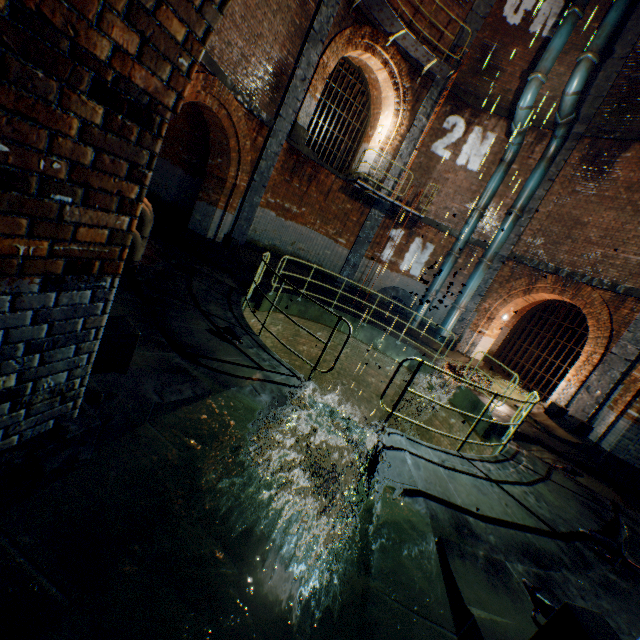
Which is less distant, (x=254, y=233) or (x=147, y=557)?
(x=147, y=557)

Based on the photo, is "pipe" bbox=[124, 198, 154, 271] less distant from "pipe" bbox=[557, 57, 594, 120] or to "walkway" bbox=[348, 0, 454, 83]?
"walkway" bbox=[348, 0, 454, 83]

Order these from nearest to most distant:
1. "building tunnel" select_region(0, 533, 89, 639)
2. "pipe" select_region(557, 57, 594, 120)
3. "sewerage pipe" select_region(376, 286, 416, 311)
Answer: "building tunnel" select_region(0, 533, 89, 639), "pipe" select_region(557, 57, 594, 120), "sewerage pipe" select_region(376, 286, 416, 311)

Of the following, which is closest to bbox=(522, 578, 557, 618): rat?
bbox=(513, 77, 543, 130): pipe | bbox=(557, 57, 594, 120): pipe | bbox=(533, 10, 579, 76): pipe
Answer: bbox=(557, 57, 594, 120): pipe

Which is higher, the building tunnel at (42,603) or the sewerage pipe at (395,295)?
the sewerage pipe at (395,295)

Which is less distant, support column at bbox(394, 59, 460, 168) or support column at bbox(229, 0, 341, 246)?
support column at bbox(229, 0, 341, 246)

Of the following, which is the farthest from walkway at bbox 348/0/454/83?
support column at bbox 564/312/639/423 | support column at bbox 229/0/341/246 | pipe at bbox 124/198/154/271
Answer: pipe at bbox 124/198/154/271

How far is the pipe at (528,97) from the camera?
10.8m
